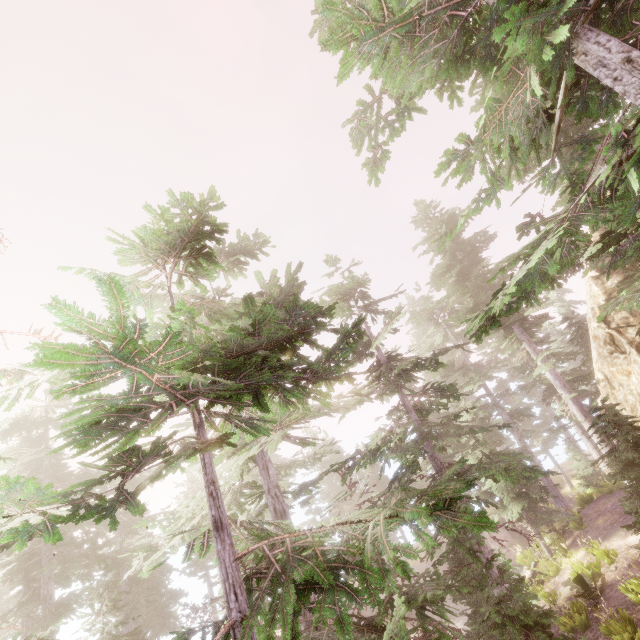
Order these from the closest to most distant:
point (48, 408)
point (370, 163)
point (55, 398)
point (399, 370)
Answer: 1. point (55, 398)
2. point (370, 163)
3. point (399, 370)
4. point (48, 408)

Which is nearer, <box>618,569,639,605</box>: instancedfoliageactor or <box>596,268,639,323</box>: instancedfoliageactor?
<box>596,268,639,323</box>: instancedfoliageactor

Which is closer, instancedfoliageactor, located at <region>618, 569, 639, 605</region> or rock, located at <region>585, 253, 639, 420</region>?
instancedfoliageactor, located at <region>618, 569, 639, 605</region>

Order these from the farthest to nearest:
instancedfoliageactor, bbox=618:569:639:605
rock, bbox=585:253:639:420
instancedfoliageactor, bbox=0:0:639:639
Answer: rock, bbox=585:253:639:420
instancedfoliageactor, bbox=618:569:639:605
instancedfoliageactor, bbox=0:0:639:639

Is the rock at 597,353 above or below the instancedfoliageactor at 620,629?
above

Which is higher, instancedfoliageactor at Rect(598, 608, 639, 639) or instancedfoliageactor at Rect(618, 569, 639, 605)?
instancedfoliageactor at Rect(618, 569, 639, 605)

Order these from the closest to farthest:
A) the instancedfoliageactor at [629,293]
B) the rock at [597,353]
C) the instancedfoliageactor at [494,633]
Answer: the instancedfoliageactor at [494,633]
the instancedfoliageactor at [629,293]
the rock at [597,353]
